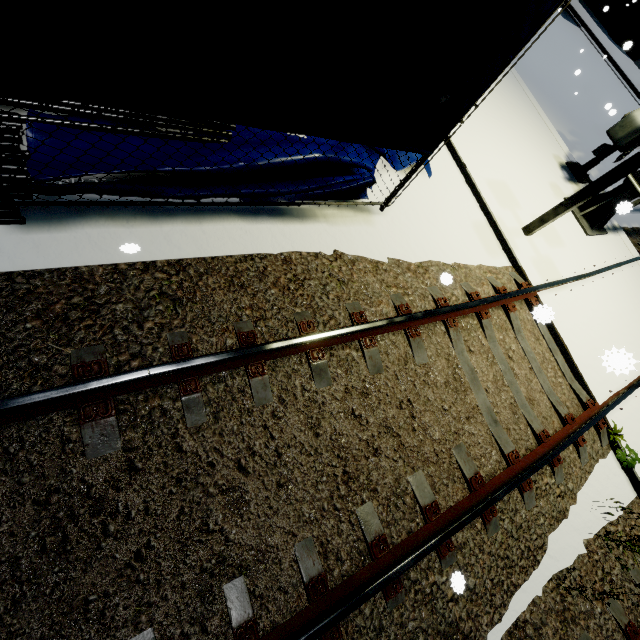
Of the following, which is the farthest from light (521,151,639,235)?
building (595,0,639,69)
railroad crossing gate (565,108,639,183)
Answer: building (595,0,639,69)

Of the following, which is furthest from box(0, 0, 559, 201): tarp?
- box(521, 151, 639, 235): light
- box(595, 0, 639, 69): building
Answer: box(521, 151, 639, 235): light

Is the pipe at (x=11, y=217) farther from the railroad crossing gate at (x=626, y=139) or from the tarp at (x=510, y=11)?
the railroad crossing gate at (x=626, y=139)

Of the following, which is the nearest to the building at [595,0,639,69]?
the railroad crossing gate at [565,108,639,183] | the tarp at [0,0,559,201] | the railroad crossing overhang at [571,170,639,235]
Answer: the tarp at [0,0,559,201]

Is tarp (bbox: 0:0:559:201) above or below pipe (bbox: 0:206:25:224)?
above

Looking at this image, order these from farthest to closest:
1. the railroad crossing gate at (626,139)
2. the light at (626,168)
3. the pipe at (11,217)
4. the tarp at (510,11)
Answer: the railroad crossing gate at (626,139) → the light at (626,168) → the pipe at (11,217) → the tarp at (510,11)

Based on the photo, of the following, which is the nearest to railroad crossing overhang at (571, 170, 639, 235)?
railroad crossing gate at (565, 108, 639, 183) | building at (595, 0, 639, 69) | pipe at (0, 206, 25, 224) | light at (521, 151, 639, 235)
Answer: railroad crossing gate at (565, 108, 639, 183)

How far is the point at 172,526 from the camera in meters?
2.3
